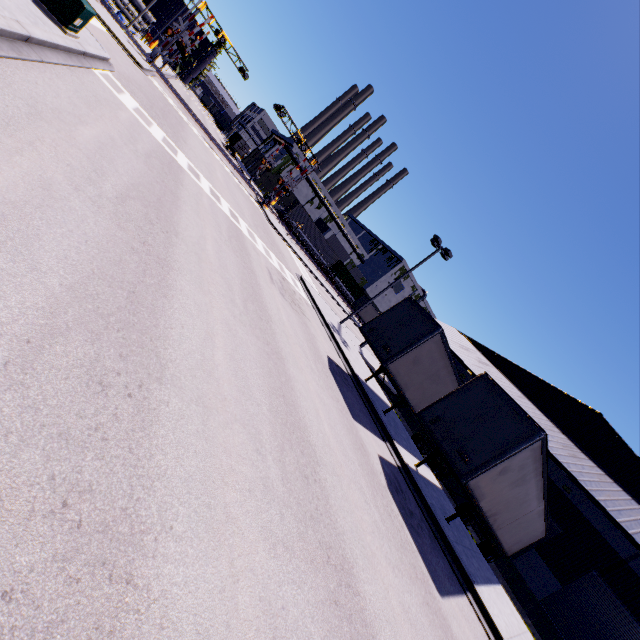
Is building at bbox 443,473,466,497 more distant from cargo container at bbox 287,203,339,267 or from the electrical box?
the electrical box

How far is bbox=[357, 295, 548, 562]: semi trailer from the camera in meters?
9.8

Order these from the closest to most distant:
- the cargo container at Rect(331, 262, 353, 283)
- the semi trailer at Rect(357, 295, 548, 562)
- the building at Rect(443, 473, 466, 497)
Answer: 1. the semi trailer at Rect(357, 295, 548, 562)
2. the building at Rect(443, 473, 466, 497)
3. the cargo container at Rect(331, 262, 353, 283)

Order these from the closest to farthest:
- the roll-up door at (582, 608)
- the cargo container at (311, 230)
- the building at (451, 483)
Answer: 1. the roll-up door at (582, 608)
2. the building at (451, 483)
3. the cargo container at (311, 230)

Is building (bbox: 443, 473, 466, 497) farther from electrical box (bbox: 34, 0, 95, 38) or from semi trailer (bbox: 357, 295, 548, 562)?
electrical box (bbox: 34, 0, 95, 38)

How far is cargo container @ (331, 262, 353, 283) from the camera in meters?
57.8 m

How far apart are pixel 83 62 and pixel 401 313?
14.9 meters

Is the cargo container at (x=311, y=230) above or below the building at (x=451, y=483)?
above
